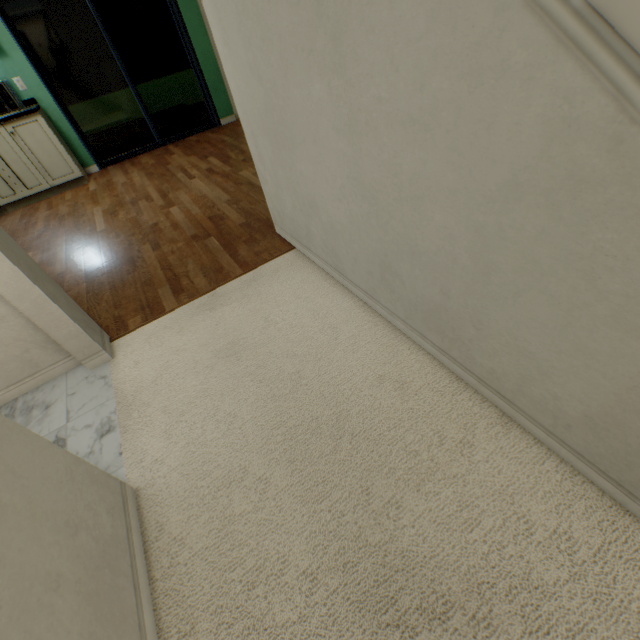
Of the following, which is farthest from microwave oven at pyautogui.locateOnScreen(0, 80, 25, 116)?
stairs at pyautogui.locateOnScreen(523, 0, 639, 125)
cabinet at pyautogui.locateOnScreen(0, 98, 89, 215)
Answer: stairs at pyautogui.locateOnScreen(523, 0, 639, 125)

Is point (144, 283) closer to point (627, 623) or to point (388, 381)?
point (388, 381)

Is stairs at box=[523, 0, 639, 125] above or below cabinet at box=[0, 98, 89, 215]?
above

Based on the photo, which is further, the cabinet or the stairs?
the cabinet

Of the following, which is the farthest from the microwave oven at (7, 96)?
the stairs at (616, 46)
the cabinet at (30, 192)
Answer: the stairs at (616, 46)

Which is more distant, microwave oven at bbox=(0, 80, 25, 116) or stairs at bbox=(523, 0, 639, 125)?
microwave oven at bbox=(0, 80, 25, 116)

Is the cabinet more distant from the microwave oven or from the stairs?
the stairs
